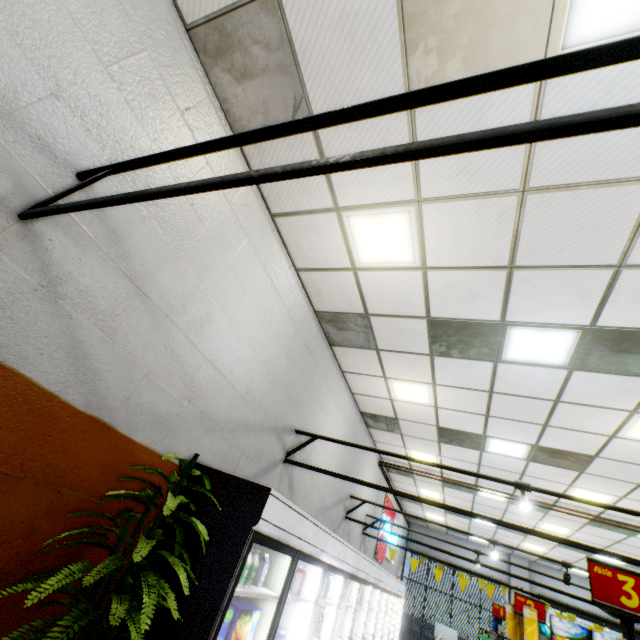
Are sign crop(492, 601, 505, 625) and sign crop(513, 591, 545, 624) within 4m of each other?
yes

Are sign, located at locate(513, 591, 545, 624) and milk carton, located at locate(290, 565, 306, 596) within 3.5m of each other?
yes

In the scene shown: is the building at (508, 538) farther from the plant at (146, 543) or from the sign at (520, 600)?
the sign at (520, 600)

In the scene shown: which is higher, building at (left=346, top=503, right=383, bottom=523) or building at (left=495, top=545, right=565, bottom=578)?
building at (left=495, top=545, right=565, bottom=578)

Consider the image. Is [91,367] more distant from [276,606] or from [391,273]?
[391,273]

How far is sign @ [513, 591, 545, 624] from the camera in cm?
401

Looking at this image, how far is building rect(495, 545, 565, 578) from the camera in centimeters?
1331cm

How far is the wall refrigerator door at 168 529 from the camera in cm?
259
